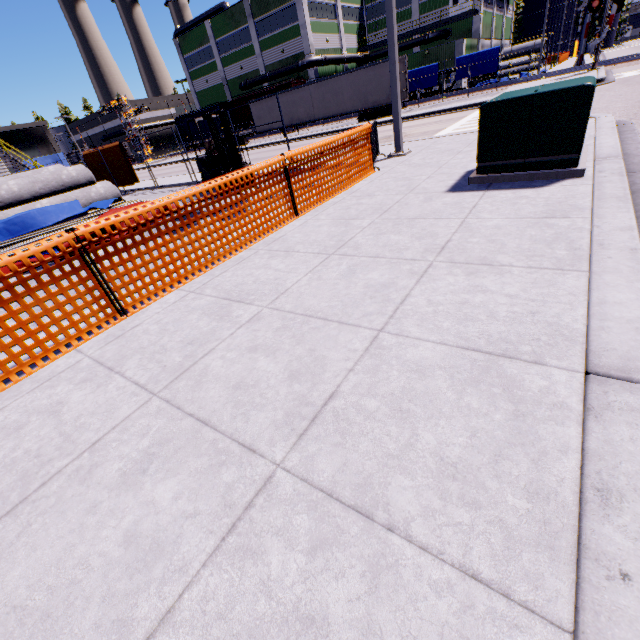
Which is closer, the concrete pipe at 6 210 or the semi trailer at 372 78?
the concrete pipe at 6 210

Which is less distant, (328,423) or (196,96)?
(328,423)

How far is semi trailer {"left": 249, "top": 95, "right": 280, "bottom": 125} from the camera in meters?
30.0

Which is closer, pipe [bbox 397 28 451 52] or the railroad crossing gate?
the railroad crossing gate

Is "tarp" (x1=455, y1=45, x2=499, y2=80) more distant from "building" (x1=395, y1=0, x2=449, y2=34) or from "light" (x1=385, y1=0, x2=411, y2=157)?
"light" (x1=385, y1=0, x2=411, y2=157)

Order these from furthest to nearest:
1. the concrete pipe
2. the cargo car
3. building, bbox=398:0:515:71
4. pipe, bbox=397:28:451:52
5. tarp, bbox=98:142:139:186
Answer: the cargo car
pipe, bbox=397:28:451:52
building, bbox=398:0:515:71
tarp, bbox=98:142:139:186
the concrete pipe

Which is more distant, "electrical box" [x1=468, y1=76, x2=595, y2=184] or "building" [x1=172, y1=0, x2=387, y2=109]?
"building" [x1=172, y1=0, x2=387, y2=109]

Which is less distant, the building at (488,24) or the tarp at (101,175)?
the tarp at (101,175)
